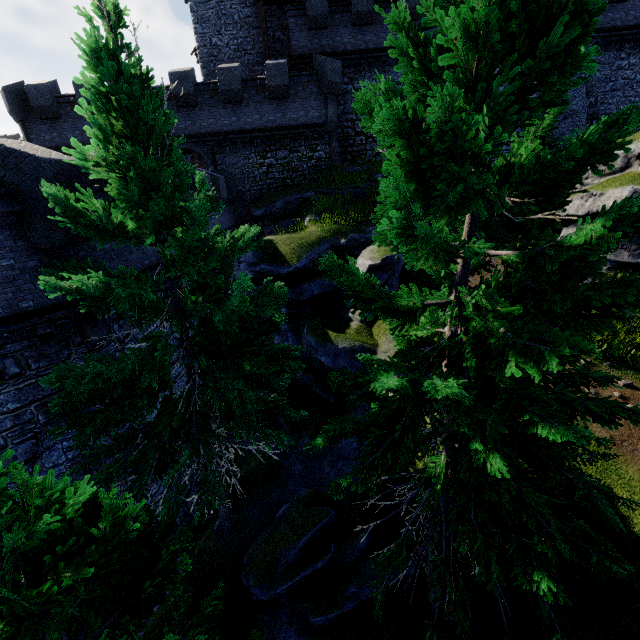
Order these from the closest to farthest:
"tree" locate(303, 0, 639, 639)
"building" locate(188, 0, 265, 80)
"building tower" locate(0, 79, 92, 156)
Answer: "tree" locate(303, 0, 639, 639) → "building tower" locate(0, 79, 92, 156) → "building" locate(188, 0, 265, 80)

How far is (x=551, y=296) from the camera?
3.9 meters

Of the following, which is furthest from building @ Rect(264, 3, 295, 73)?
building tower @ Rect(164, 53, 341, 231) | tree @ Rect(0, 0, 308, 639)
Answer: tree @ Rect(0, 0, 308, 639)

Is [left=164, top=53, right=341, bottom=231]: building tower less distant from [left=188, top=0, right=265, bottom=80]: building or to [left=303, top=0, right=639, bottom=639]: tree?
[left=188, top=0, right=265, bottom=80]: building

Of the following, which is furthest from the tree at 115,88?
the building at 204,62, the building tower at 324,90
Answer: the building at 204,62

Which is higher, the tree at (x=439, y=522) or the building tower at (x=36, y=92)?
the building tower at (x=36, y=92)

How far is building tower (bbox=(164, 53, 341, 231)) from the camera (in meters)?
20.06
